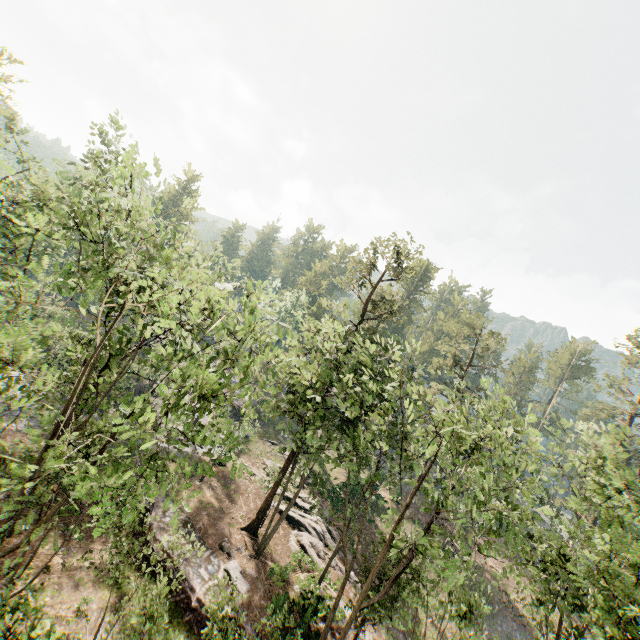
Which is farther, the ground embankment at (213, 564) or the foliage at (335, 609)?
the ground embankment at (213, 564)

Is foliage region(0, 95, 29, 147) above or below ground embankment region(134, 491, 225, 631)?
above

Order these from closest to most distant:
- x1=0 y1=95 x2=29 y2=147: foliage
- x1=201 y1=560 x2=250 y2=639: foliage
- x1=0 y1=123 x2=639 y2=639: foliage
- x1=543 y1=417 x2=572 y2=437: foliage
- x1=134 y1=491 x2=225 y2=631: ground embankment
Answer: x1=0 y1=123 x2=639 y2=639: foliage
x1=201 y1=560 x2=250 y2=639: foliage
x1=134 y1=491 x2=225 y2=631: ground embankment
x1=543 y1=417 x2=572 y2=437: foliage
x1=0 y1=95 x2=29 y2=147: foliage

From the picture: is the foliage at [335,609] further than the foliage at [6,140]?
No

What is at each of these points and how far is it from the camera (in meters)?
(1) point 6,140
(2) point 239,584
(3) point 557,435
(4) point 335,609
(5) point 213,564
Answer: (1) foliage, 27.72
(2) foliage, 20.23
(3) foliage, 19.02
(4) foliage, 16.88
(5) ground embankment, 21.09

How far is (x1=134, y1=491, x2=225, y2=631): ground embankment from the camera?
18.23m

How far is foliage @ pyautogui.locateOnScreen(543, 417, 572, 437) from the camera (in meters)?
18.81

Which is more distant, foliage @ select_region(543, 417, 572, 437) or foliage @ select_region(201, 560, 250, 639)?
foliage @ select_region(543, 417, 572, 437)
